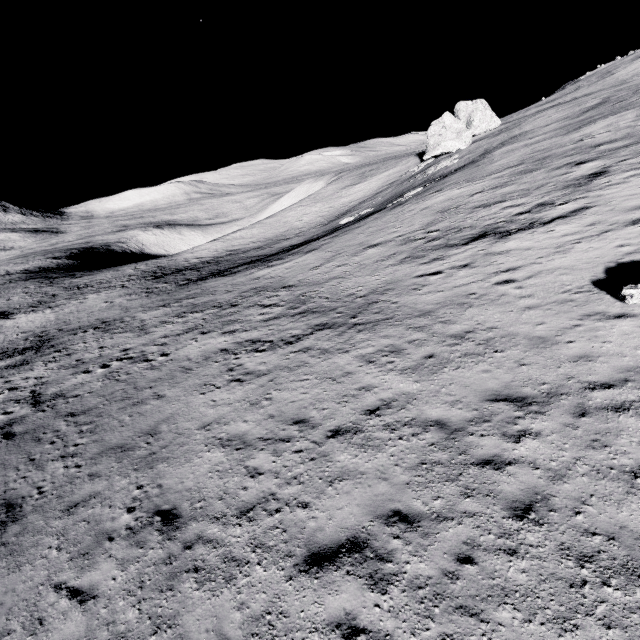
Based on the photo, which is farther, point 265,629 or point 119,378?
point 119,378
